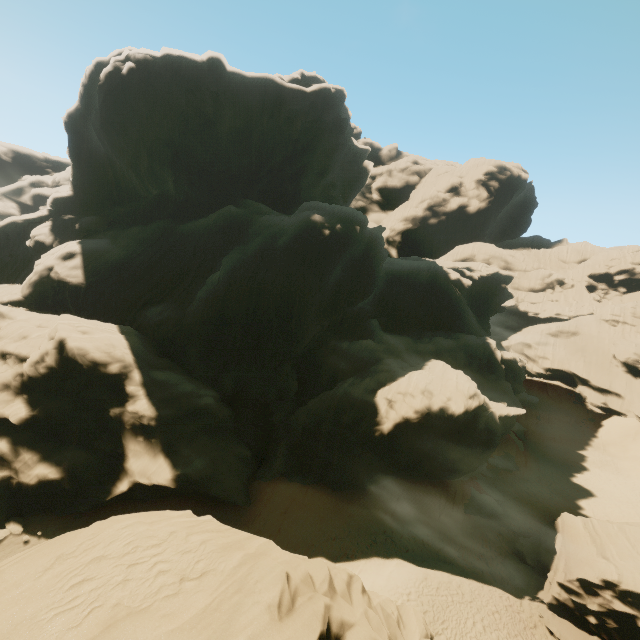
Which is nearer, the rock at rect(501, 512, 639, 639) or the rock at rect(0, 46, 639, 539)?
the rock at rect(501, 512, 639, 639)

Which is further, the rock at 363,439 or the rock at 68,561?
the rock at 363,439

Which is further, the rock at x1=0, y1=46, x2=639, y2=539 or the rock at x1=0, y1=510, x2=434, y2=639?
the rock at x1=0, y1=46, x2=639, y2=539

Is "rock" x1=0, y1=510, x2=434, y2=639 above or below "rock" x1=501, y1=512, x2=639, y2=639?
above

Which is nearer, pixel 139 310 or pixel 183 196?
pixel 139 310

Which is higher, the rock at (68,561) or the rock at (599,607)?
the rock at (68,561)

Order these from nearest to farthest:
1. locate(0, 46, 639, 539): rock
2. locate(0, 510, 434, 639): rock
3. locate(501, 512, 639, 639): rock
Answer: locate(0, 510, 434, 639): rock
locate(501, 512, 639, 639): rock
locate(0, 46, 639, 539): rock
